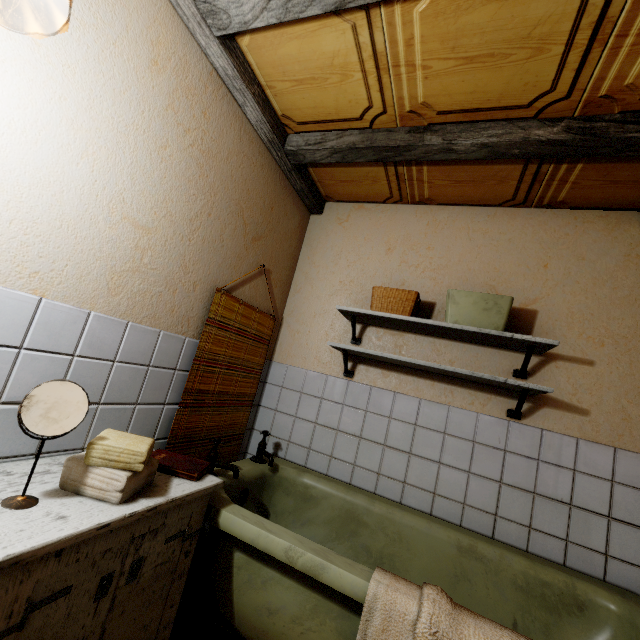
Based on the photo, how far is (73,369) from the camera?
1.25m

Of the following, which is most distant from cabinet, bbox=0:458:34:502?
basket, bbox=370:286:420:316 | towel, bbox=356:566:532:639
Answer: basket, bbox=370:286:420:316

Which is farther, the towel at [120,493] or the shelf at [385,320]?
the shelf at [385,320]

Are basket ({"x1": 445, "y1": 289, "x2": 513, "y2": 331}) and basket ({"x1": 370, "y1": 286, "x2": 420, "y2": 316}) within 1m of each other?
yes

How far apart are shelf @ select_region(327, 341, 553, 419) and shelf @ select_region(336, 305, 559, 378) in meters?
0.2

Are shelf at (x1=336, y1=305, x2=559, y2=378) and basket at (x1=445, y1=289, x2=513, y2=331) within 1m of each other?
yes

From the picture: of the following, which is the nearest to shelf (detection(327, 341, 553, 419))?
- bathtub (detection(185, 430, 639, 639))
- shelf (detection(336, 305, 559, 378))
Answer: shelf (detection(336, 305, 559, 378))

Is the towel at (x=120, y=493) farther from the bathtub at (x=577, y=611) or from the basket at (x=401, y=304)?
the basket at (x=401, y=304)
